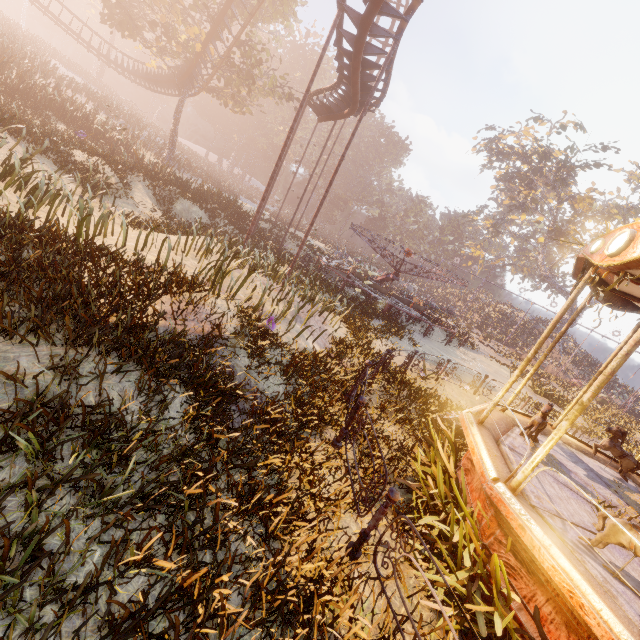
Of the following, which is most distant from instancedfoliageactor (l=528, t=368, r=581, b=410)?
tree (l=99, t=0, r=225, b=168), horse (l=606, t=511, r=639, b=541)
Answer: tree (l=99, t=0, r=225, b=168)

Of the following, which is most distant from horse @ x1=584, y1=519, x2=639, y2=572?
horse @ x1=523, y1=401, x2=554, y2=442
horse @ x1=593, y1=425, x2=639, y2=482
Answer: horse @ x1=593, y1=425, x2=639, y2=482

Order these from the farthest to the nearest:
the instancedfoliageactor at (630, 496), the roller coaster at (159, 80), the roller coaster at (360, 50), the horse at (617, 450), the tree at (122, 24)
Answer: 1. the roller coaster at (159, 80)
2. the tree at (122, 24)
3. the roller coaster at (360, 50)
4. the horse at (617, 450)
5. the instancedfoliageactor at (630, 496)

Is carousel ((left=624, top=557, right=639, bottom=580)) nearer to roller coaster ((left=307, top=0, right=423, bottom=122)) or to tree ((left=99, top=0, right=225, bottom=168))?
roller coaster ((left=307, top=0, right=423, bottom=122))

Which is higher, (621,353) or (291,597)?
(621,353)

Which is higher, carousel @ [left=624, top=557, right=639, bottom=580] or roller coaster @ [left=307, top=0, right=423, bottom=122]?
roller coaster @ [left=307, top=0, right=423, bottom=122]

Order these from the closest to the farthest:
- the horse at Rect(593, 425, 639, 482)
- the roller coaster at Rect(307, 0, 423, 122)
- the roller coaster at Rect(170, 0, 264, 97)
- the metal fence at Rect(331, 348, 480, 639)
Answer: the metal fence at Rect(331, 348, 480, 639) → the horse at Rect(593, 425, 639, 482) → the roller coaster at Rect(307, 0, 423, 122) → the roller coaster at Rect(170, 0, 264, 97)

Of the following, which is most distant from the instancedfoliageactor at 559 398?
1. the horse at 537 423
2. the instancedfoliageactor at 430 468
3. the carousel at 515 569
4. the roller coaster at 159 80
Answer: the roller coaster at 159 80
